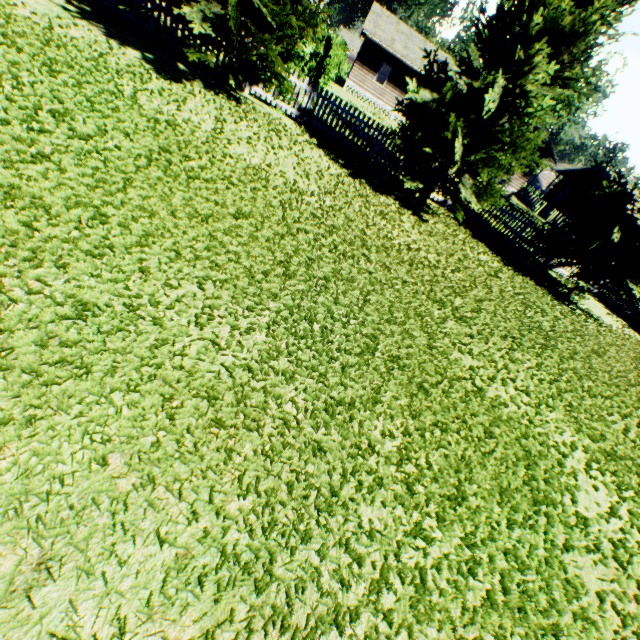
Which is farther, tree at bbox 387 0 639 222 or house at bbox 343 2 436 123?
house at bbox 343 2 436 123

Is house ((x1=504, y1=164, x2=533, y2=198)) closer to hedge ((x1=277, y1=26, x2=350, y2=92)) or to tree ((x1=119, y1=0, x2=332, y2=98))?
hedge ((x1=277, y1=26, x2=350, y2=92))

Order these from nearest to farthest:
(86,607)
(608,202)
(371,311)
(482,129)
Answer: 1. (86,607)
2. (371,311)
3. (482,129)
4. (608,202)

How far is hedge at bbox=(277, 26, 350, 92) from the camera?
10.16m

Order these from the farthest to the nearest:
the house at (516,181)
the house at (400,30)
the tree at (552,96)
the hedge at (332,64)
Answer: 1. the house at (516,181)
2. the house at (400,30)
3. the hedge at (332,64)
4. the tree at (552,96)

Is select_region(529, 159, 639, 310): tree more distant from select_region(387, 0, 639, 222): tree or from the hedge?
the hedge

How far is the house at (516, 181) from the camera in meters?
31.9

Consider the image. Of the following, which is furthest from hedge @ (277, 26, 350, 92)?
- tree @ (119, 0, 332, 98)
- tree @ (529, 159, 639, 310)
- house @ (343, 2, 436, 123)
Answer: tree @ (529, 159, 639, 310)
